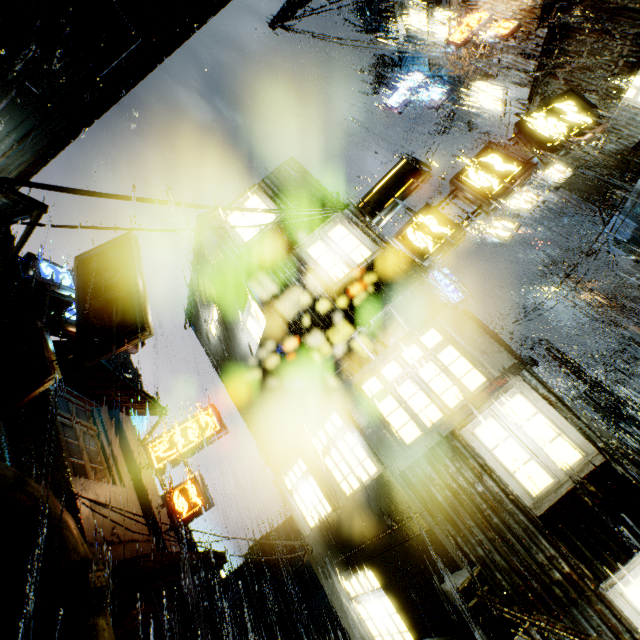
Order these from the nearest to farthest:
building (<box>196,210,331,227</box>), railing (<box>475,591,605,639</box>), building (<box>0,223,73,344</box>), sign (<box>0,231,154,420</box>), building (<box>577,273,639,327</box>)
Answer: railing (<box>475,591,605,639</box>) < sign (<box>0,231,154,420</box>) < building (<box>0,223,73,344</box>) < building (<box>196,210,331,227</box>) < building (<box>577,273,639,327</box>)

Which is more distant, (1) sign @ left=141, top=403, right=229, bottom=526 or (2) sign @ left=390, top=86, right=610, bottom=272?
(1) sign @ left=141, top=403, right=229, bottom=526

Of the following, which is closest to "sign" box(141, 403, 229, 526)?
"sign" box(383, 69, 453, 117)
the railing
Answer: the railing

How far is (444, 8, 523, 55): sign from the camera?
13.0 meters

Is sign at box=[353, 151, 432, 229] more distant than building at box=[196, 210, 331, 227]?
No

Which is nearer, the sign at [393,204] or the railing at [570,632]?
the railing at [570,632]

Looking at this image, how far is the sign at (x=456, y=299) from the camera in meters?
17.6 m

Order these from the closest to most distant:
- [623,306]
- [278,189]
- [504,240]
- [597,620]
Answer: [597,620]
[278,189]
[504,240]
[623,306]
